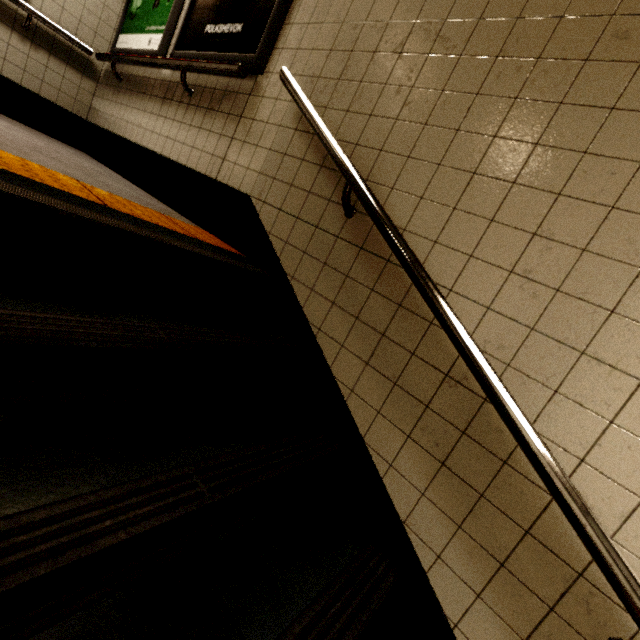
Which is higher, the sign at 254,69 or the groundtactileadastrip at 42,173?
the sign at 254,69

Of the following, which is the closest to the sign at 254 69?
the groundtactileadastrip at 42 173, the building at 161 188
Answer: the building at 161 188

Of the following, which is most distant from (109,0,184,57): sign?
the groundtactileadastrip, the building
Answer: the groundtactileadastrip

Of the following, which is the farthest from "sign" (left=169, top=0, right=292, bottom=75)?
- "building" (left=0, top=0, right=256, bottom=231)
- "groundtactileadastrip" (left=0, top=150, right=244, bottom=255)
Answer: "groundtactileadastrip" (left=0, top=150, right=244, bottom=255)

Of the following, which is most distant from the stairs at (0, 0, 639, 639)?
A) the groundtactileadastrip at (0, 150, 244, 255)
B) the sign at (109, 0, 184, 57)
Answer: the sign at (109, 0, 184, 57)

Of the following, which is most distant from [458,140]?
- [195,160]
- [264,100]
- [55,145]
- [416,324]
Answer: [55,145]

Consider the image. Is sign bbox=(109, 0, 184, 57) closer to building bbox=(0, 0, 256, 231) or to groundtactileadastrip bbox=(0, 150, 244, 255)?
building bbox=(0, 0, 256, 231)

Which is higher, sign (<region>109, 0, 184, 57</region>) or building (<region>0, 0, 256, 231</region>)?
sign (<region>109, 0, 184, 57</region>)
